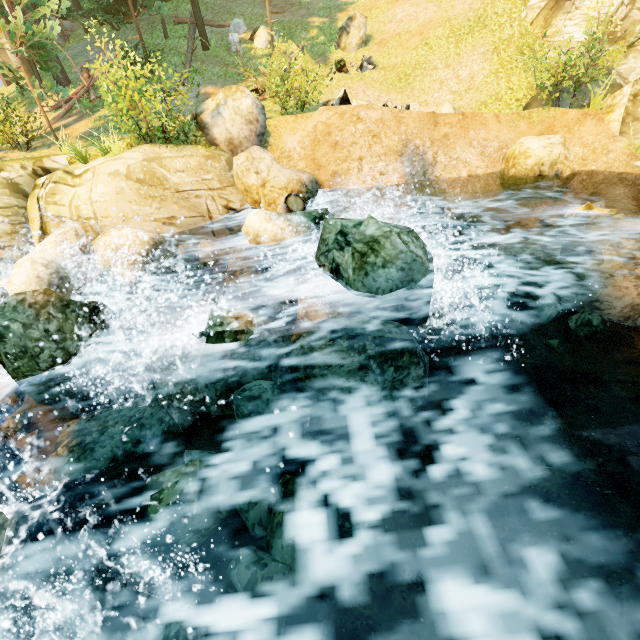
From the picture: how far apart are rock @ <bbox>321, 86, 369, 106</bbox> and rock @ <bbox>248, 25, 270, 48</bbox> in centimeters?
1007cm

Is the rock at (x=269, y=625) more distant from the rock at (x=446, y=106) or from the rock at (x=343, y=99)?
the rock at (x=446, y=106)

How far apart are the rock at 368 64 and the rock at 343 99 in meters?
7.0 m

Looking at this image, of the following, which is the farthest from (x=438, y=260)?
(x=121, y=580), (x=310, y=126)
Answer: (x=121, y=580)

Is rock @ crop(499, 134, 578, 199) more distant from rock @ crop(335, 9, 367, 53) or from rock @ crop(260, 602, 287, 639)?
rock @ crop(335, 9, 367, 53)

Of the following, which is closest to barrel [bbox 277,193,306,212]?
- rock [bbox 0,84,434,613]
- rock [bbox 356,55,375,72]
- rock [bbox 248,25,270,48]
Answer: rock [bbox 0,84,434,613]

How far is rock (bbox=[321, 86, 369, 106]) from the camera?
9.7 meters

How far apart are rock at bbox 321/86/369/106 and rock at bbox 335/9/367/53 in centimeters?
877cm
